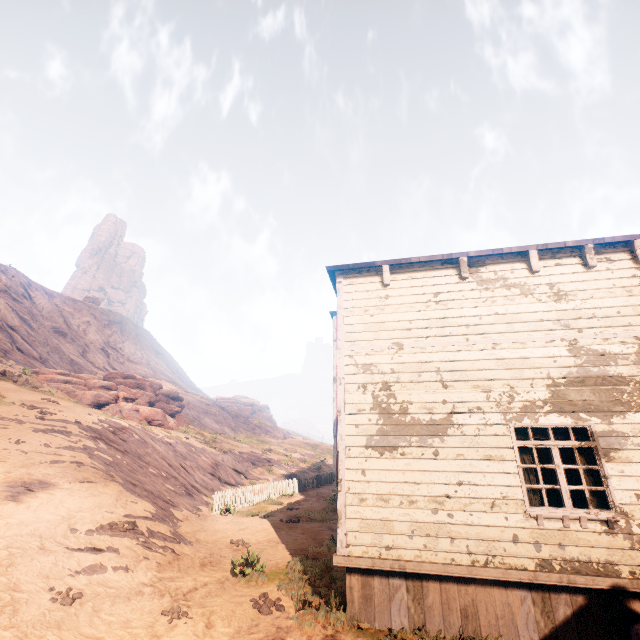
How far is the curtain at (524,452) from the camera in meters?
6.0

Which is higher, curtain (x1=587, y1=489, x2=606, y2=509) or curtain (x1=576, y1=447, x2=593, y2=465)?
curtain (x1=576, y1=447, x2=593, y2=465)

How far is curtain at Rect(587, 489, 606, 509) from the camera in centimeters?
556cm

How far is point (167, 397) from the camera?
34.22m

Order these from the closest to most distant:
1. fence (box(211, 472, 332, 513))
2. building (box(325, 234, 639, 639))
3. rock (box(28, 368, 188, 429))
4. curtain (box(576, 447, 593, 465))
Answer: building (box(325, 234, 639, 639)) → curtain (box(576, 447, 593, 465)) → fence (box(211, 472, 332, 513)) → rock (box(28, 368, 188, 429))

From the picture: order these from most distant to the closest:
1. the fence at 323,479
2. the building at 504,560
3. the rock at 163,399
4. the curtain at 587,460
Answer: the rock at 163,399 → the fence at 323,479 → the curtain at 587,460 → the building at 504,560

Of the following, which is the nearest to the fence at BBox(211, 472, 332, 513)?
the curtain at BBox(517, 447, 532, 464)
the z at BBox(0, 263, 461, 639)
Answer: the z at BBox(0, 263, 461, 639)

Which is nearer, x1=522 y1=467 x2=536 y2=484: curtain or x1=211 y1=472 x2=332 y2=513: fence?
x1=522 y1=467 x2=536 y2=484: curtain
